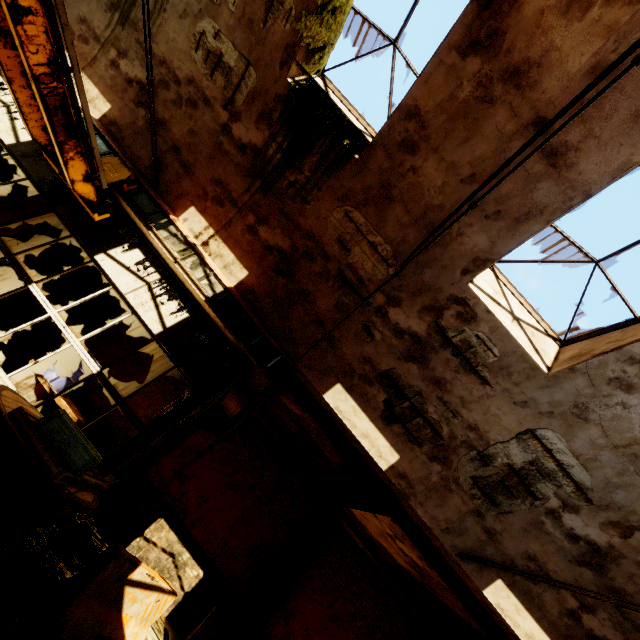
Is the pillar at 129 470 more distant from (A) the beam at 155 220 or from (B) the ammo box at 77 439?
(B) the ammo box at 77 439

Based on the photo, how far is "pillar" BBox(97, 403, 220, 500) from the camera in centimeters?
882cm

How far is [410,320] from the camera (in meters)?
6.23

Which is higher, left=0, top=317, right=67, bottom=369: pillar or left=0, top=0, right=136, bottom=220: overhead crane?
left=0, top=0, right=136, bottom=220: overhead crane

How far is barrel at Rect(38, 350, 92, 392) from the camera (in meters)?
7.11

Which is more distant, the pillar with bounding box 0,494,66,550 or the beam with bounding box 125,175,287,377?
the beam with bounding box 125,175,287,377

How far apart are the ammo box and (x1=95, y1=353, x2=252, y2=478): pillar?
1.3m

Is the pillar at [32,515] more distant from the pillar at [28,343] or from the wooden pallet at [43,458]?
the pillar at [28,343]
